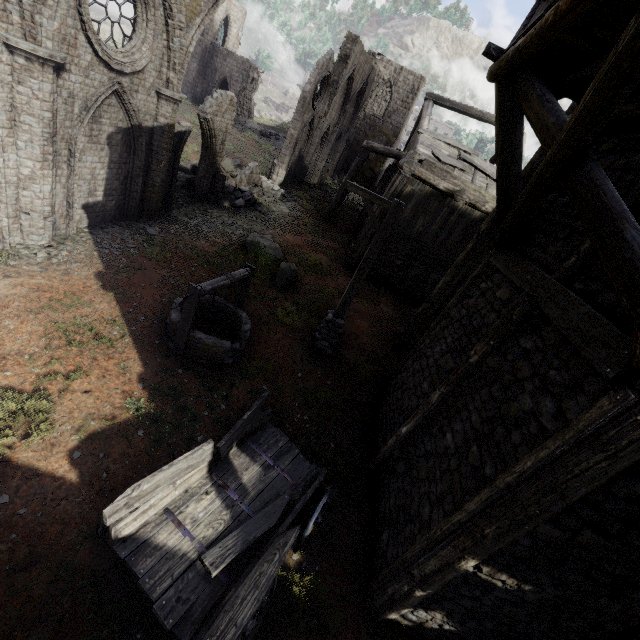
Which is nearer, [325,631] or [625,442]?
[625,442]

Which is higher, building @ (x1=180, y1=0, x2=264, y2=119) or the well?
building @ (x1=180, y1=0, x2=264, y2=119)

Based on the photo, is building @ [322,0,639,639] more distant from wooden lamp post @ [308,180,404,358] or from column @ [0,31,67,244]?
column @ [0,31,67,244]

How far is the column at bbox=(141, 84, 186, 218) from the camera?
10.0m

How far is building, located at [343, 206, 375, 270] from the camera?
14.56m

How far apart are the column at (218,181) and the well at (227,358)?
7.93m

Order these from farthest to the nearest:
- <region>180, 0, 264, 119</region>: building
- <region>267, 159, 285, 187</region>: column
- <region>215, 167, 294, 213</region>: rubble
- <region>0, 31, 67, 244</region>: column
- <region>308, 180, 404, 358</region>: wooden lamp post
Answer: <region>180, 0, 264, 119</region>: building → <region>267, 159, 285, 187</region>: column → <region>215, 167, 294, 213</region>: rubble → <region>308, 180, 404, 358</region>: wooden lamp post → <region>0, 31, 67, 244</region>: column

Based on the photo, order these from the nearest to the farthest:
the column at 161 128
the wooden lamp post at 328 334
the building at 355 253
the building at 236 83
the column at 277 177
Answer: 1. the wooden lamp post at 328 334
2. the column at 161 128
3. the building at 355 253
4. the column at 277 177
5. the building at 236 83
